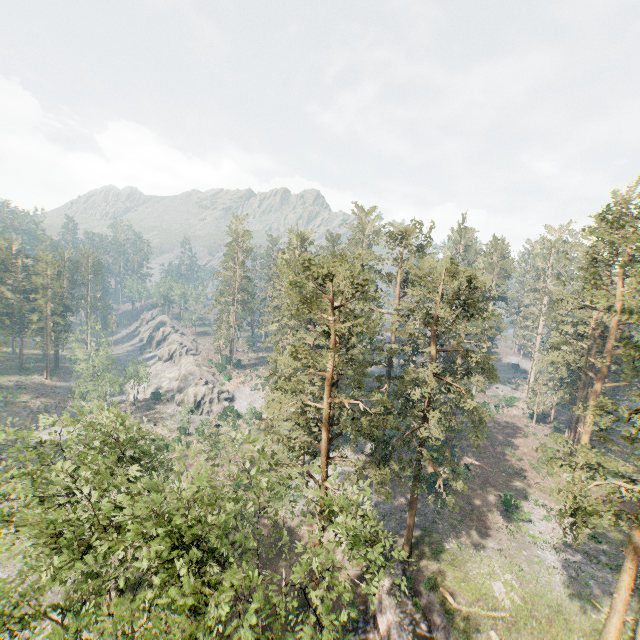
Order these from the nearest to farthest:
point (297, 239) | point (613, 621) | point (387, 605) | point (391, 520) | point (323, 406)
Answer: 1. point (613, 621)
2. point (323, 406)
3. point (387, 605)
4. point (391, 520)
5. point (297, 239)

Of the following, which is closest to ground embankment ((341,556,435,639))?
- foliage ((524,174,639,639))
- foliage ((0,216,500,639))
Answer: foliage ((524,174,639,639))

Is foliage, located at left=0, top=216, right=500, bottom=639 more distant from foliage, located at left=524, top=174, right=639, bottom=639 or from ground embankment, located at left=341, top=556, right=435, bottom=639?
ground embankment, located at left=341, top=556, right=435, bottom=639

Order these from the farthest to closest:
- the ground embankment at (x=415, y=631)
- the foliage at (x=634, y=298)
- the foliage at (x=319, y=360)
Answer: the ground embankment at (x=415, y=631) → the foliage at (x=634, y=298) → the foliage at (x=319, y=360)

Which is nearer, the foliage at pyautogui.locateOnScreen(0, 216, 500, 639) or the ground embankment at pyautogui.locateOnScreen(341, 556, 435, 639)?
the foliage at pyautogui.locateOnScreen(0, 216, 500, 639)

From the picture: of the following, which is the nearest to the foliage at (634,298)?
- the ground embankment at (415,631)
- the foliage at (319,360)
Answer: the ground embankment at (415,631)

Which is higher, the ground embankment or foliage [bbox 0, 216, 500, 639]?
foliage [bbox 0, 216, 500, 639]
